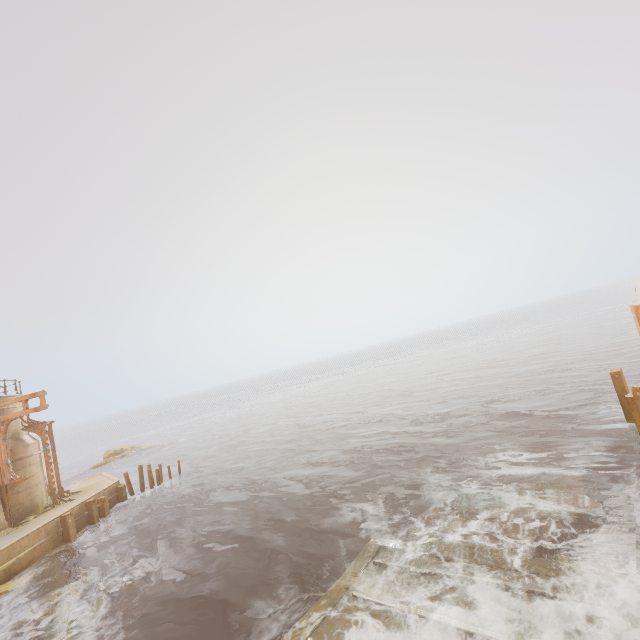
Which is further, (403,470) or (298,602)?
(403,470)

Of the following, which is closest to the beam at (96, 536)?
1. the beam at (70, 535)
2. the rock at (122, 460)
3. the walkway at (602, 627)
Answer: the beam at (70, 535)

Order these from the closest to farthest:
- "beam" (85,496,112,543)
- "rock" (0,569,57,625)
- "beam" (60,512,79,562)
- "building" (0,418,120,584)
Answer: "rock" (0,569,57,625), "building" (0,418,120,584), "beam" (60,512,79,562), "beam" (85,496,112,543)

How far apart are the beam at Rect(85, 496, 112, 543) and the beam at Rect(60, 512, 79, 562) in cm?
127

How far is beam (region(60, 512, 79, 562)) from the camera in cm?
1672

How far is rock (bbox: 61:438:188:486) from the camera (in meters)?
38.28

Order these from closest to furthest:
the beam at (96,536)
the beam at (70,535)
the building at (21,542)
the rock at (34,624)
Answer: the rock at (34,624), the building at (21,542), the beam at (70,535), the beam at (96,536)

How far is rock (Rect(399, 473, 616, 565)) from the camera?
8.7 meters
